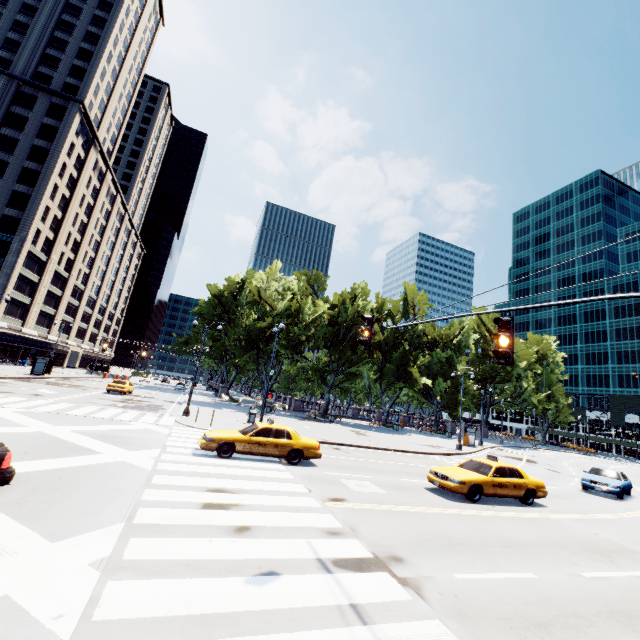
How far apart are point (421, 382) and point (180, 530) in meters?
43.0 m

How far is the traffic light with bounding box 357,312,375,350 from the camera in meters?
7.7

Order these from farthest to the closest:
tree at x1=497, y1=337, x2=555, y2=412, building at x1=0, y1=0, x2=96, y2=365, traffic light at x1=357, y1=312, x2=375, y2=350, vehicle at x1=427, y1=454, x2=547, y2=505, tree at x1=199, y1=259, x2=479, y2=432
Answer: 1. tree at x1=497, y1=337, x2=555, y2=412
2. building at x1=0, y1=0, x2=96, y2=365
3. tree at x1=199, y1=259, x2=479, y2=432
4. vehicle at x1=427, y1=454, x2=547, y2=505
5. traffic light at x1=357, y1=312, x2=375, y2=350

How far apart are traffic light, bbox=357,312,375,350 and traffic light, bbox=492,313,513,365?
2.7 meters

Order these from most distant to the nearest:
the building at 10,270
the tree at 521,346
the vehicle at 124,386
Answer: the tree at 521,346 → the building at 10,270 → the vehicle at 124,386

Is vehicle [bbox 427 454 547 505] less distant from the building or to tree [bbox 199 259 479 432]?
tree [bbox 199 259 479 432]

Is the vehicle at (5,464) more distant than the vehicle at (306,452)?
No

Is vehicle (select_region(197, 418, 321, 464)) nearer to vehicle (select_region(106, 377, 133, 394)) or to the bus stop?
vehicle (select_region(106, 377, 133, 394))
